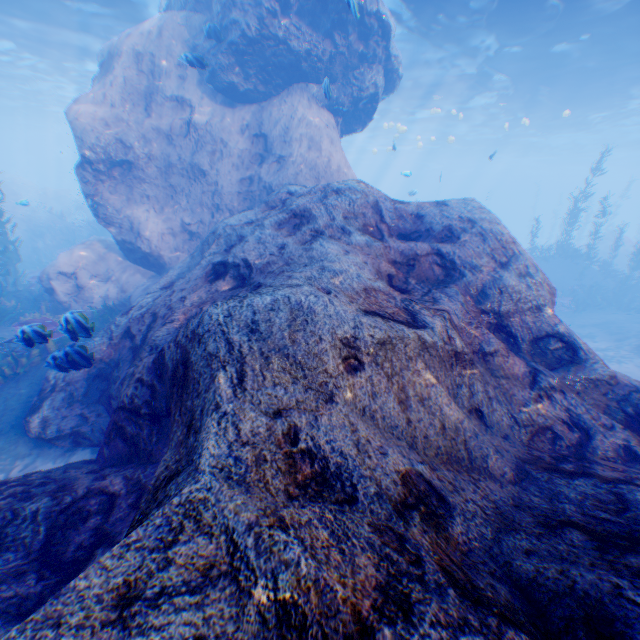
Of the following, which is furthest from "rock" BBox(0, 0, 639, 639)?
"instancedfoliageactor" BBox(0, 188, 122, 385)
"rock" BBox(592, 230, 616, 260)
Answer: "rock" BBox(592, 230, 616, 260)

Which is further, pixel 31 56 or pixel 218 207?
pixel 31 56

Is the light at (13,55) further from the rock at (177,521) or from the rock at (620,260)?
the rock at (620,260)

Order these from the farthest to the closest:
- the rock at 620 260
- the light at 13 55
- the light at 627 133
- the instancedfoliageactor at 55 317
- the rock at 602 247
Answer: the rock at 602 247, the rock at 620 260, the light at 13 55, the light at 627 133, the instancedfoliageactor at 55 317

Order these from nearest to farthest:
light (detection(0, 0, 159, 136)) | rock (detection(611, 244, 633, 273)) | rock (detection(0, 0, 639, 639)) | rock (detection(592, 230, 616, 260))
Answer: rock (detection(0, 0, 639, 639))
light (detection(0, 0, 159, 136))
rock (detection(611, 244, 633, 273))
rock (detection(592, 230, 616, 260))

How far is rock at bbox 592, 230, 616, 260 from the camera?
27.9m

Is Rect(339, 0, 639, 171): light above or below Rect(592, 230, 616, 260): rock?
above

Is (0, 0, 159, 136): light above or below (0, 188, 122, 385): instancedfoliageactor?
above
